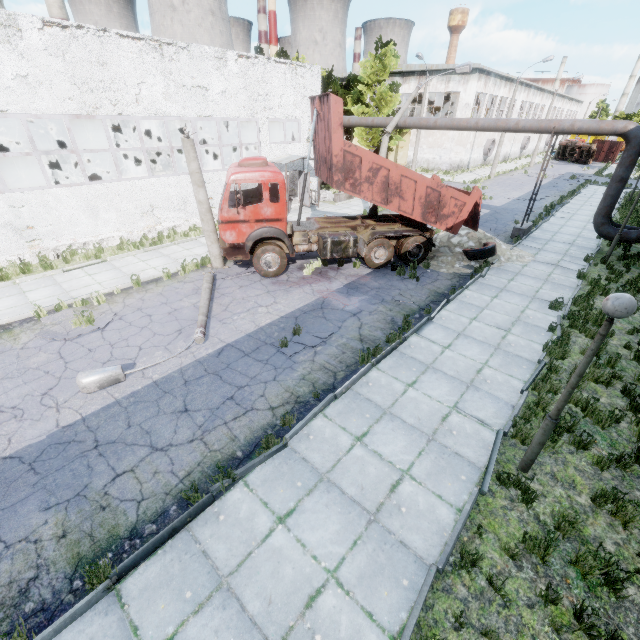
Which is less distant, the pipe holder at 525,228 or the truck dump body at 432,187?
the truck dump body at 432,187

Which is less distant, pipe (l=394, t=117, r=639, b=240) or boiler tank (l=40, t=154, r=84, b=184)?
pipe (l=394, t=117, r=639, b=240)

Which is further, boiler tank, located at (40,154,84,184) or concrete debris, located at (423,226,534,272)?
boiler tank, located at (40,154,84,184)

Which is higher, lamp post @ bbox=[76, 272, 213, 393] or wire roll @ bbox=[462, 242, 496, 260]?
wire roll @ bbox=[462, 242, 496, 260]

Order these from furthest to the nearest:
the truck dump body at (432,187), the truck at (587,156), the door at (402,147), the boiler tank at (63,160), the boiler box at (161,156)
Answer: the truck at (587,156) < the door at (402,147) < the boiler box at (161,156) < the boiler tank at (63,160) < the truck dump body at (432,187)

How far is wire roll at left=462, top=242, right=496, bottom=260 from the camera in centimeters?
1334cm

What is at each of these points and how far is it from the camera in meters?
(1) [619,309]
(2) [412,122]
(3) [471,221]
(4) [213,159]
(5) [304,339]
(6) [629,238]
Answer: (1) lamp post, 3.8 m
(2) pipe, 18.2 m
(3) truck dump back, 13.2 m
(4) boiler box, 25.7 m
(5) asphalt debris, 8.9 m
(6) pipe, 14.0 m

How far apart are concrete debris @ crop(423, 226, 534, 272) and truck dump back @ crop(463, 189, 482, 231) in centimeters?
62cm
